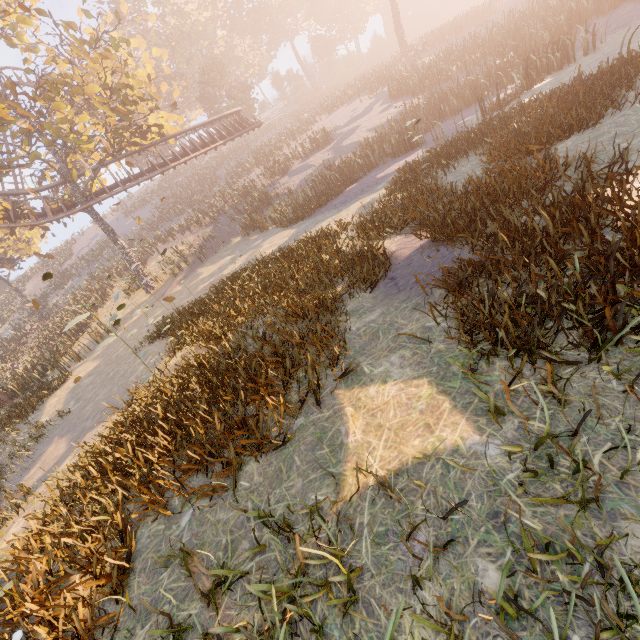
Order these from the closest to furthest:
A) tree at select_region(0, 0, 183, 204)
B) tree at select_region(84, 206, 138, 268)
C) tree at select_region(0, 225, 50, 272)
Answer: tree at select_region(0, 0, 183, 204)
tree at select_region(84, 206, 138, 268)
tree at select_region(0, 225, 50, 272)

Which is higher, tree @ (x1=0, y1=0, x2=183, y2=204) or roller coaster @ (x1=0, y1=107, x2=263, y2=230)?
tree @ (x1=0, y1=0, x2=183, y2=204)

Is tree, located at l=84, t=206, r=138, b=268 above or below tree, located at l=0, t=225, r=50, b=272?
below

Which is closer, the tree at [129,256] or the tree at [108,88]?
the tree at [108,88]

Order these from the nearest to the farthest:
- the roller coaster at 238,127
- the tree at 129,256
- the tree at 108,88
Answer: the tree at 108,88 → the roller coaster at 238,127 → the tree at 129,256

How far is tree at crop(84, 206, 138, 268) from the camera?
20.8 meters

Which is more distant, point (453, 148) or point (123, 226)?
point (123, 226)
